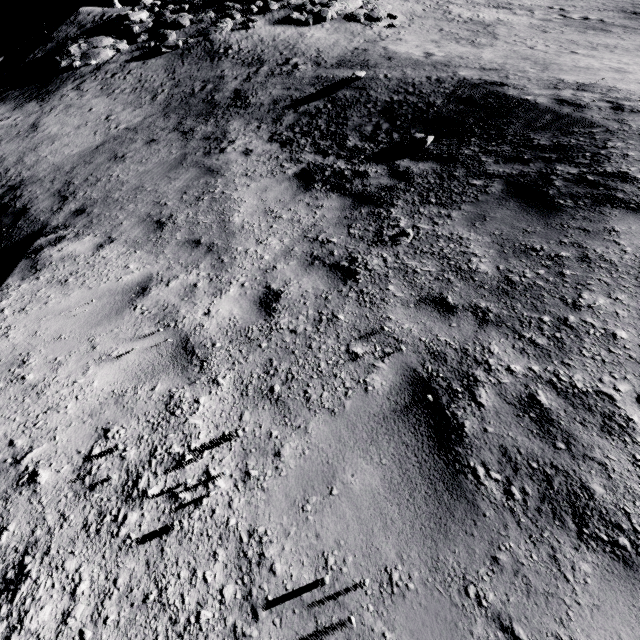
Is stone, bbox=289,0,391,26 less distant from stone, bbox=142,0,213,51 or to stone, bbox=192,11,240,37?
stone, bbox=192,11,240,37

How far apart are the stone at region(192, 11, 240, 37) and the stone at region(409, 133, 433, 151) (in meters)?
15.14

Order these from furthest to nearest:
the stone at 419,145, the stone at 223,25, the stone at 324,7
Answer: the stone at 324,7 < the stone at 223,25 < the stone at 419,145

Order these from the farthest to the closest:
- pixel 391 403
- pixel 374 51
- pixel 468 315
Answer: pixel 374 51
pixel 468 315
pixel 391 403

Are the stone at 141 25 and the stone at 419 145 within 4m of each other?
no

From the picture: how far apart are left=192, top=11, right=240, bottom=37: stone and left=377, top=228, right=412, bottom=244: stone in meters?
18.4 m

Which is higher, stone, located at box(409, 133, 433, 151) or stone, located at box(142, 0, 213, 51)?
stone, located at box(142, 0, 213, 51)

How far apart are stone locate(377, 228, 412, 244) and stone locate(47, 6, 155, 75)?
22.1m
